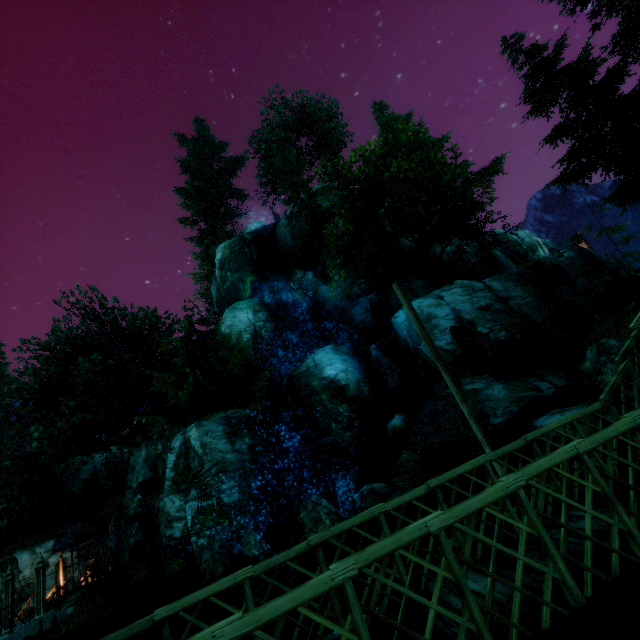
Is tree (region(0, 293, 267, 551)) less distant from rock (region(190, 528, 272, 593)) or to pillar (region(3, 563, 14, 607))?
pillar (region(3, 563, 14, 607))

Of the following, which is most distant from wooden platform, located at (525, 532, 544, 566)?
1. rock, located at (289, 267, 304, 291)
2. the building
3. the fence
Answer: the building

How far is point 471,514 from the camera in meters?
2.7 m

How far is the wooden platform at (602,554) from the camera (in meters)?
2.83

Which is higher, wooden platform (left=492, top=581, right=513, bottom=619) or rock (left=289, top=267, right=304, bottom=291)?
rock (left=289, top=267, right=304, bottom=291)

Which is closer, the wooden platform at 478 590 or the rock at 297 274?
the wooden platform at 478 590

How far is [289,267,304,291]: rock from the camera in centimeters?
2994cm

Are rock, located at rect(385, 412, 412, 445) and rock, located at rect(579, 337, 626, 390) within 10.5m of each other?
yes
